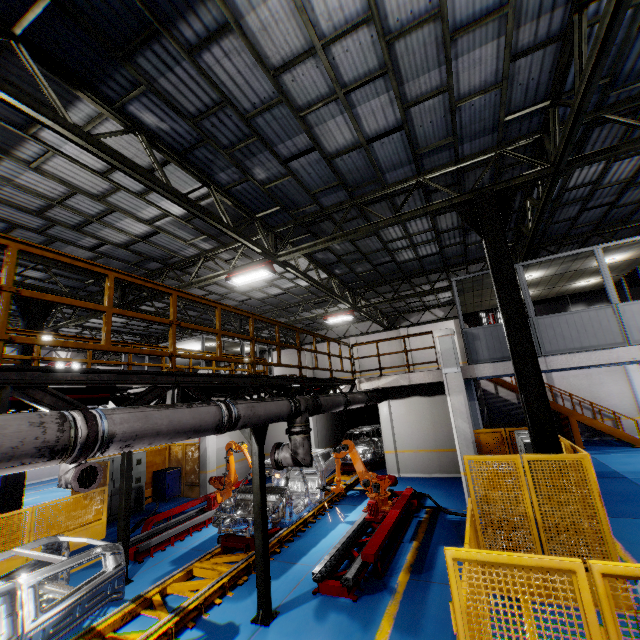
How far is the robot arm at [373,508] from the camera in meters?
8.7 m

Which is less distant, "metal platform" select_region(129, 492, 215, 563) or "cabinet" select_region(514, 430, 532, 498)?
"cabinet" select_region(514, 430, 532, 498)

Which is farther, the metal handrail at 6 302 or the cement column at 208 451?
the cement column at 208 451

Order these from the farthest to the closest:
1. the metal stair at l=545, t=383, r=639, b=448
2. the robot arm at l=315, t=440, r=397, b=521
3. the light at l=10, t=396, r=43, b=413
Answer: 1. the metal stair at l=545, t=383, r=639, b=448
2. the robot arm at l=315, t=440, r=397, b=521
3. the light at l=10, t=396, r=43, b=413

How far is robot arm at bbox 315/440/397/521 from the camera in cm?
869

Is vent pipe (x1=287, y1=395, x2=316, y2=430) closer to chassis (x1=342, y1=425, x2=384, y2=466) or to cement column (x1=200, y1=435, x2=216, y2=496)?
chassis (x1=342, y1=425, x2=384, y2=466)

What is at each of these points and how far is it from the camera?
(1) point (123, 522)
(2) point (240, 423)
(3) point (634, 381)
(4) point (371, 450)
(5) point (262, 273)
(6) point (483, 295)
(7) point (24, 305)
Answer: (1) metal pole, 7.37m
(2) vent pipe, 5.11m
(3) cement column, 17.23m
(4) chassis, 15.52m
(5) light, 10.30m
(6) cieling, 13.29m
(7) metal pole, 10.37m

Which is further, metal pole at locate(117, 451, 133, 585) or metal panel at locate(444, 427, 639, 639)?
metal pole at locate(117, 451, 133, 585)
